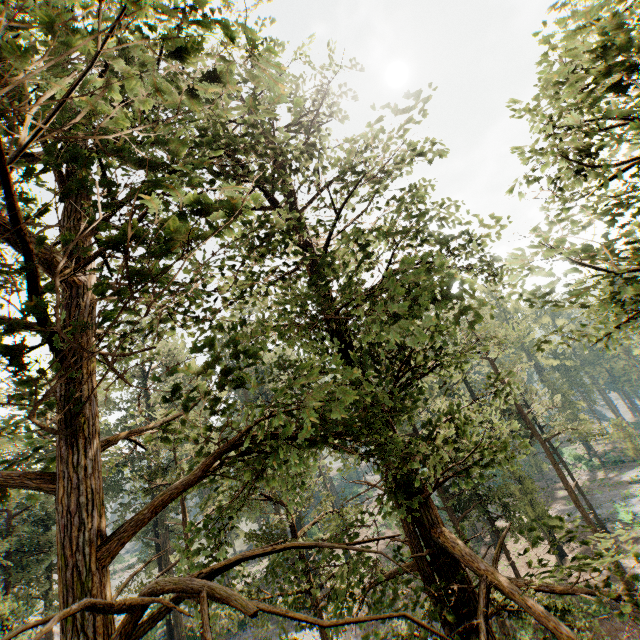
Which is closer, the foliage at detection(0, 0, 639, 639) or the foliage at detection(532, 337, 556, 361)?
the foliage at detection(0, 0, 639, 639)

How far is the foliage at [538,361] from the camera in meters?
6.8 m

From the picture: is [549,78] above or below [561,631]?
above

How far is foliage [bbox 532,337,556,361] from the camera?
6.8m

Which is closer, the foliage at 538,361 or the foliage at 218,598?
the foliage at 218,598
